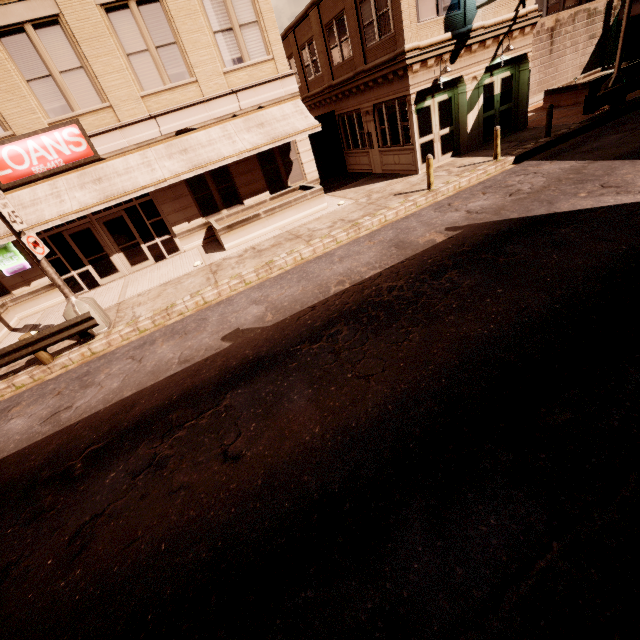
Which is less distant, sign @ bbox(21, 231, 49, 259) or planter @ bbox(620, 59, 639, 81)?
sign @ bbox(21, 231, 49, 259)

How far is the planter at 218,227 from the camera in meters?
13.5

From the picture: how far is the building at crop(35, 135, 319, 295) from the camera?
13.8m

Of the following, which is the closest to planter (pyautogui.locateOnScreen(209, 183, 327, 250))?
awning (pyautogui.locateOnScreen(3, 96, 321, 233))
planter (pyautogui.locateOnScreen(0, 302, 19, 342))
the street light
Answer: awning (pyautogui.locateOnScreen(3, 96, 321, 233))

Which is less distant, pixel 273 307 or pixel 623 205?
pixel 623 205

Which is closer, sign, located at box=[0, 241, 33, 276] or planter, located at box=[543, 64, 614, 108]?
sign, located at box=[0, 241, 33, 276]

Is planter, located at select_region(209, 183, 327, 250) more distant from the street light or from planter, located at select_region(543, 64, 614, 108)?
planter, located at select_region(543, 64, 614, 108)

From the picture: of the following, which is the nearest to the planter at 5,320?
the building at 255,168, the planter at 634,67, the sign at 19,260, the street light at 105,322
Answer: the building at 255,168
